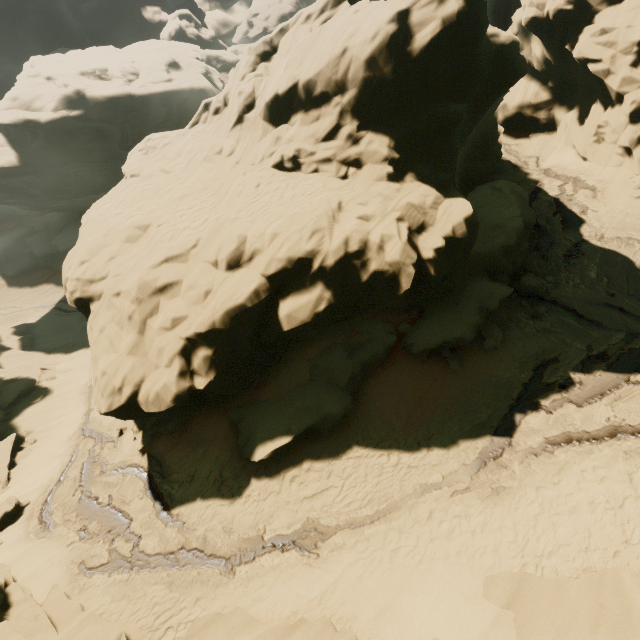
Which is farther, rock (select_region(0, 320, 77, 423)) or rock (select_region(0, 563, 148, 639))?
rock (select_region(0, 320, 77, 423))

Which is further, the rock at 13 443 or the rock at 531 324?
the rock at 13 443

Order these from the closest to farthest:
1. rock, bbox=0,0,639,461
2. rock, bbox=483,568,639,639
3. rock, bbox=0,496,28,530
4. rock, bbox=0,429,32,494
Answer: rock, bbox=483,568,639,639 < rock, bbox=0,0,639,461 < rock, bbox=0,496,28,530 < rock, bbox=0,429,32,494

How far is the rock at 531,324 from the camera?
13.2m

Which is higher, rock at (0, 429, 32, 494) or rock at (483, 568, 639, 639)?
rock at (483, 568, 639, 639)

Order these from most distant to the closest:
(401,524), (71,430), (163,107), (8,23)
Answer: (8,23) < (163,107) < (71,430) < (401,524)
